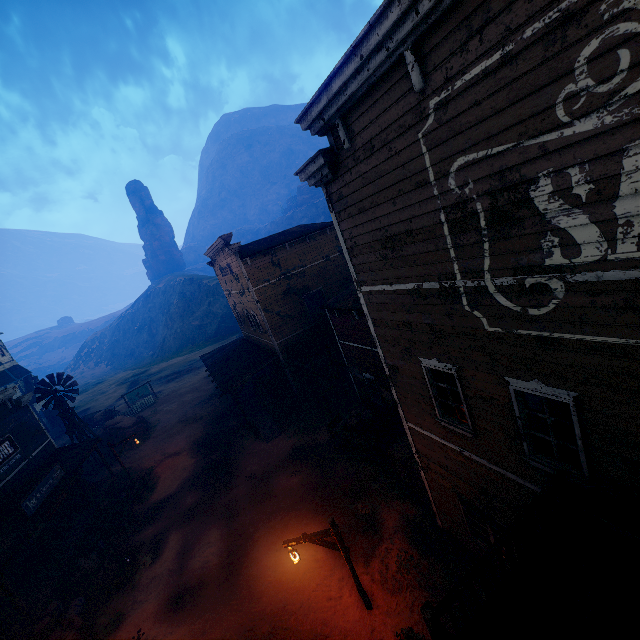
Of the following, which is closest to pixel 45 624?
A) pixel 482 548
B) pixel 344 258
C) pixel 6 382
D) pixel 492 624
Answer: pixel 482 548

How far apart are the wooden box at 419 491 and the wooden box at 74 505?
18.4 meters

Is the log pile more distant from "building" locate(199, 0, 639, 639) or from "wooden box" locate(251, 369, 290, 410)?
"wooden box" locate(251, 369, 290, 410)

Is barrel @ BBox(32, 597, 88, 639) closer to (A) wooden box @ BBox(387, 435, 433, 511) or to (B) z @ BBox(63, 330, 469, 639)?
(B) z @ BBox(63, 330, 469, 639)

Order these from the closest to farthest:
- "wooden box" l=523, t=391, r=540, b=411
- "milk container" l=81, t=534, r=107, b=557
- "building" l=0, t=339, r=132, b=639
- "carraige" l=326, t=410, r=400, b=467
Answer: "wooden box" l=523, t=391, r=540, b=411, "building" l=0, t=339, r=132, b=639, "carraige" l=326, t=410, r=400, b=467, "milk container" l=81, t=534, r=107, b=557

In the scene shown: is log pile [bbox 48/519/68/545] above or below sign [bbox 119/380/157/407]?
below

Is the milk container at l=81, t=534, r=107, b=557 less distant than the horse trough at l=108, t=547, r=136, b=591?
No

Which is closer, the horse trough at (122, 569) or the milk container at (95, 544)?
the horse trough at (122, 569)
